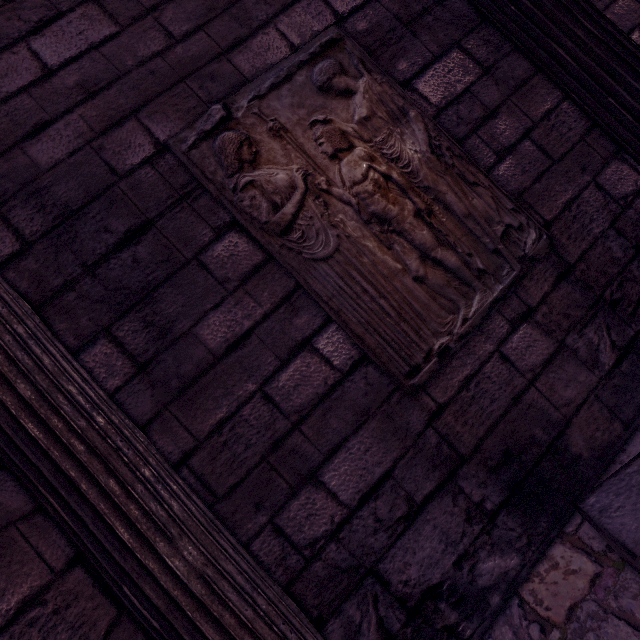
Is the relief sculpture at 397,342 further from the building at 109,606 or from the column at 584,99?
the column at 584,99

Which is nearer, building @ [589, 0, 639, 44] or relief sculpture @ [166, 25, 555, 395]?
relief sculpture @ [166, 25, 555, 395]

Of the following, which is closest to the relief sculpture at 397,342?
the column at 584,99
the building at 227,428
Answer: the building at 227,428

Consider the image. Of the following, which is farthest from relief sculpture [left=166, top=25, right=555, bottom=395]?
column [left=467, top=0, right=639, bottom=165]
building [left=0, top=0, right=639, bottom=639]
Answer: column [left=467, top=0, right=639, bottom=165]

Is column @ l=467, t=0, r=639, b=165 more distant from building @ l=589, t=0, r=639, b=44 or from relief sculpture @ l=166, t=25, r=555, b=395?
relief sculpture @ l=166, t=25, r=555, b=395

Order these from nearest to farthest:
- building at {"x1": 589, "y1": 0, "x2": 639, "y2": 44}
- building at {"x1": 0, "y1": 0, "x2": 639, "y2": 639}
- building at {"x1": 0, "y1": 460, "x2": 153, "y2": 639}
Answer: building at {"x1": 0, "y1": 460, "x2": 153, "y2": 639} < building at {"x1": 0, "y1": 0, "x2": 639, "y2": 639} < building at {"x1": 589, "y1": 0, "x2": 639, "y2": 44}

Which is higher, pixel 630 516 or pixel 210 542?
pixel 210 542
